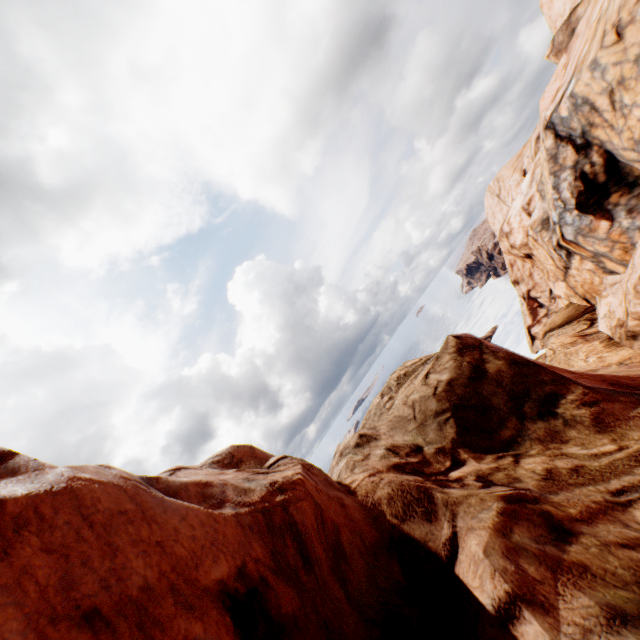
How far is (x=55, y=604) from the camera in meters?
2.4
